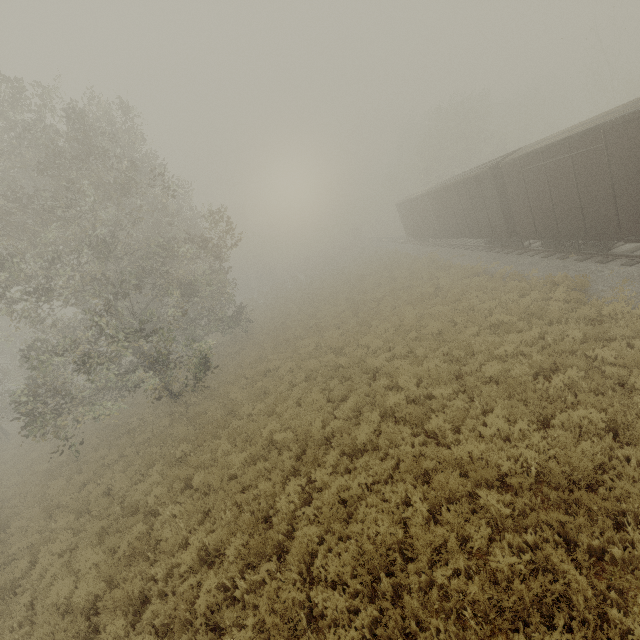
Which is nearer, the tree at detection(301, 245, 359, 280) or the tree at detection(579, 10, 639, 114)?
the tree at detection(579, 10, 639, 114)

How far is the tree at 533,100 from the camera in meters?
37.0 m

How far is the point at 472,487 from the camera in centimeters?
632cm

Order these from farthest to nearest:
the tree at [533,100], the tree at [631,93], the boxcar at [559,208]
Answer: the tree at [533,100] < the tree at [631,93] < the boxcar at [559,208]

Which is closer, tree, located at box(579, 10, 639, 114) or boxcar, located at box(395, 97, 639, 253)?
boxcar, located at box(395, 97, 639, 253)

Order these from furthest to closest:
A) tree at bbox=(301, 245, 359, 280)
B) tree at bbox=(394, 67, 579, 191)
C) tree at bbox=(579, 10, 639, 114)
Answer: tree at bbox=(301, 245, 359, 280)
tree at bbox=(394, 67, 579, 191)
tree at bbox=(579, 10, 639, 114)

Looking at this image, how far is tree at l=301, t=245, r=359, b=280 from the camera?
49.25m
